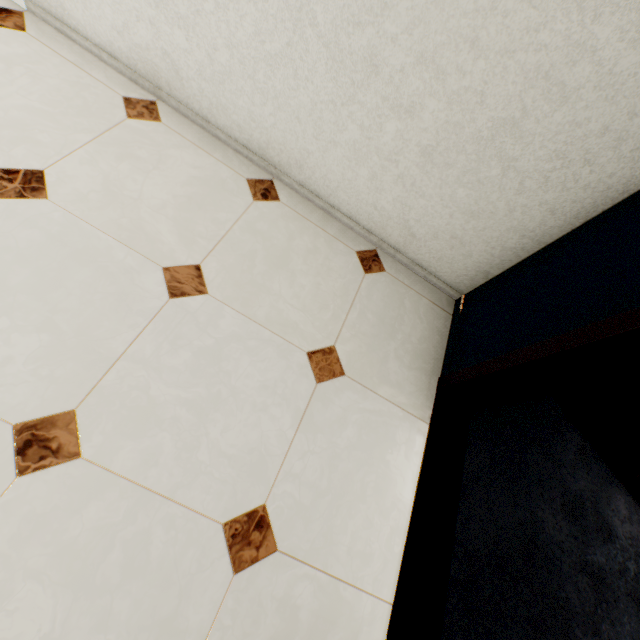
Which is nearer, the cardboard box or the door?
the door

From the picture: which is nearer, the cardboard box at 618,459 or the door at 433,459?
the door at 433,459

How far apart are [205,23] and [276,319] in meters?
1.4
